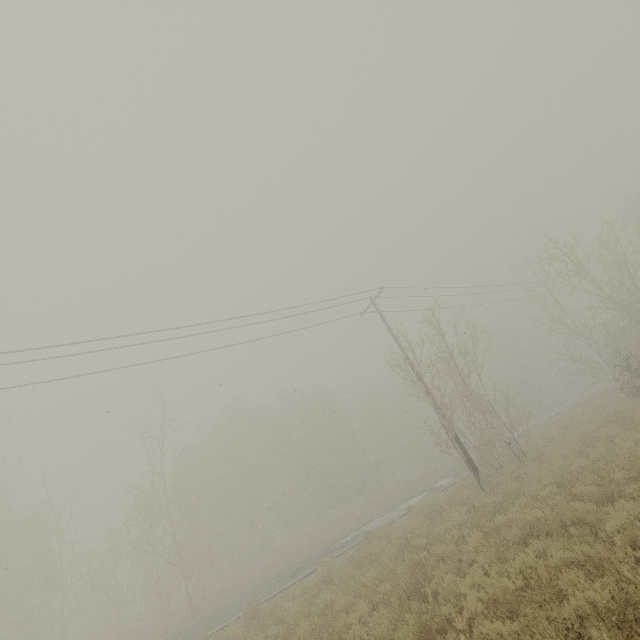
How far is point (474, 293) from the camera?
25.9 meters
